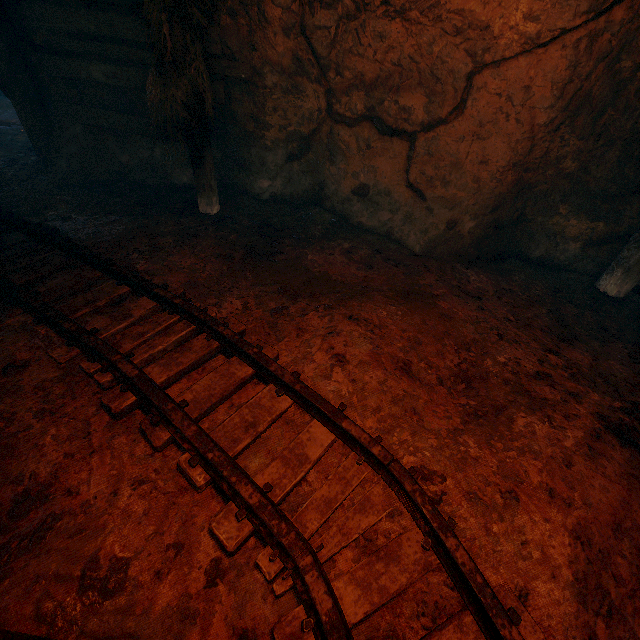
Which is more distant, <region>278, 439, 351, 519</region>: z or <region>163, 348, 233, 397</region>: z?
<region>163, 348, 233, 397</region>: z

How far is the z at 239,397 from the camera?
2.3m

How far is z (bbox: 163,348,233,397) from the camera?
2.5m

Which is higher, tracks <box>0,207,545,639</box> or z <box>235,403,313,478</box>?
tracks <box>0,207,545,639</box>

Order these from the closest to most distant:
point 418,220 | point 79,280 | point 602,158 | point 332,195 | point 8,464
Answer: point 8,464 < point 79,280 < point 602,158 < point 418,220 < point 332,195

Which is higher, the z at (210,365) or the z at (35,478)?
the z at (35,478)
